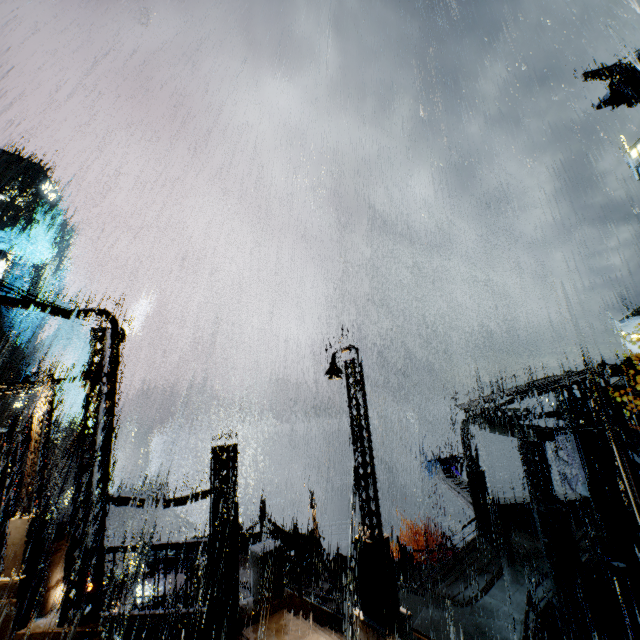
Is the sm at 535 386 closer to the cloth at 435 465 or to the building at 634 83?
the building at 634 83

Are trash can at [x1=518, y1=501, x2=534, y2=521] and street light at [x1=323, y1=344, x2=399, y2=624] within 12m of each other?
no

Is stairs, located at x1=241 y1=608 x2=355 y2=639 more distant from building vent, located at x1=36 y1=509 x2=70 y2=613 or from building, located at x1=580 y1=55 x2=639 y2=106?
building vent, located at x1=36 y1=509 x2=70 y2=613

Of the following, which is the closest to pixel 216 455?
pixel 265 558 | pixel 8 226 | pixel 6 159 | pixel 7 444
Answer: pixel 265 558

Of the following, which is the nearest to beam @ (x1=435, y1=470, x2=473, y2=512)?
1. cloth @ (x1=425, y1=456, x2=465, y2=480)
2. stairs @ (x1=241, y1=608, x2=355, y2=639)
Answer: cloth @ (x1=425, y1=456, x2=465, y2=480)

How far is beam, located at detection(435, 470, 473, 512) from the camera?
21.61m

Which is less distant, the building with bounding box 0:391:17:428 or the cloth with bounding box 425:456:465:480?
the cloth with bounding box 425:456:465:480

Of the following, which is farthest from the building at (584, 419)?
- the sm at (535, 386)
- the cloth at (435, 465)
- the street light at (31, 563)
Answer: the cloth at (435, 465)
